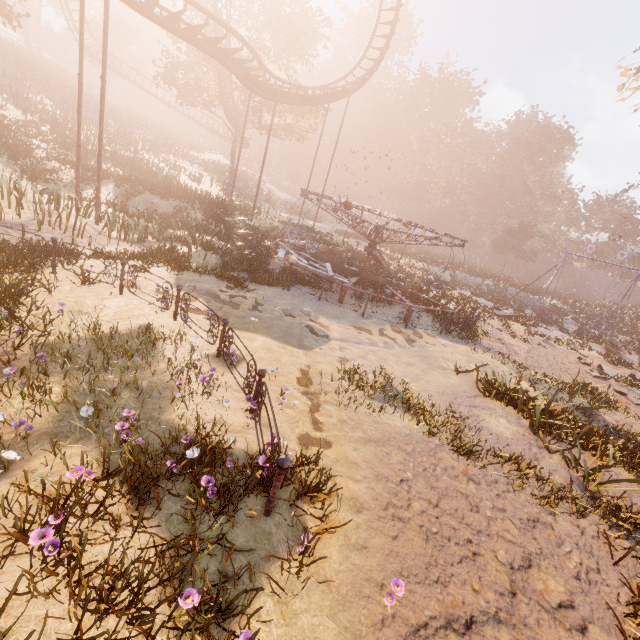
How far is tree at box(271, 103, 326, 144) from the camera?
31.14m

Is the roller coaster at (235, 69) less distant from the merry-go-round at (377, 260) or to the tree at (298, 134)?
the tree at (298, 134)

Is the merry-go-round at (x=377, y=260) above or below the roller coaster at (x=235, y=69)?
below

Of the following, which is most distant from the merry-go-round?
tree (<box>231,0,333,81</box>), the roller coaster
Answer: tree (<box>231,0,333,81</box>)

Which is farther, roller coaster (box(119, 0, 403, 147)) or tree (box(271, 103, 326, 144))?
tree (box(271, 103, 326, 144))

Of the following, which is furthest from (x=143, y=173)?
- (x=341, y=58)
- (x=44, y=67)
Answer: (x=341, y=58)

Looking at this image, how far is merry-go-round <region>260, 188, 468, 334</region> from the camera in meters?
14.5
